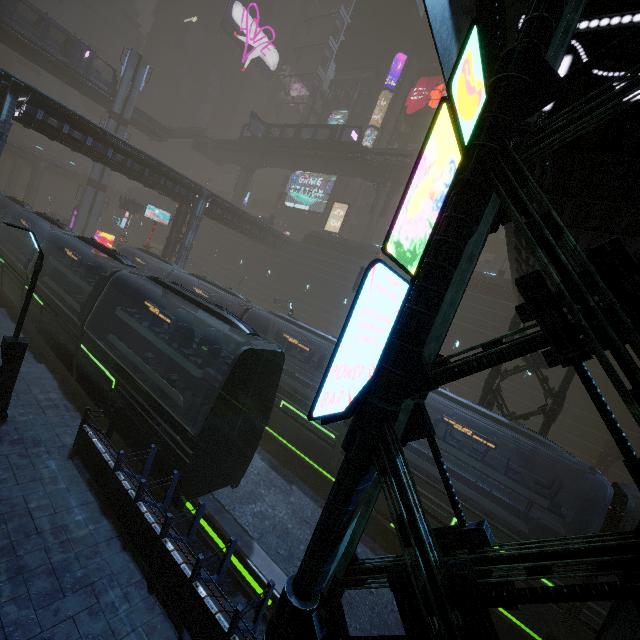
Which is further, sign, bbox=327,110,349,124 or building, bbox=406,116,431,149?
sign, bbox=327,110,349,124

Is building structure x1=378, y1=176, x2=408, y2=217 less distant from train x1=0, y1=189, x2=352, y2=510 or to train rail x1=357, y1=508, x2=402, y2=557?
train x1=0, y1=189, x2=352, y2=510

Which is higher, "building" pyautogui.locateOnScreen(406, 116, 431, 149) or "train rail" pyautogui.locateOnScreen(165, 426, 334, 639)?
"building" pyautogui.locateOnScreen(406, 116, 431, 149)

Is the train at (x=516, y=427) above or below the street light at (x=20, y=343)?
above

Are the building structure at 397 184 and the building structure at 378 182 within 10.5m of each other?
yes

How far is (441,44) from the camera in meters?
7.2 m

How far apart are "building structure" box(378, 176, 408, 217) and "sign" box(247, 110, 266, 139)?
21.04m

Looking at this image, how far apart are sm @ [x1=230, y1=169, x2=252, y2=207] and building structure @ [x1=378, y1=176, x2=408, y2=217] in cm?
2574
